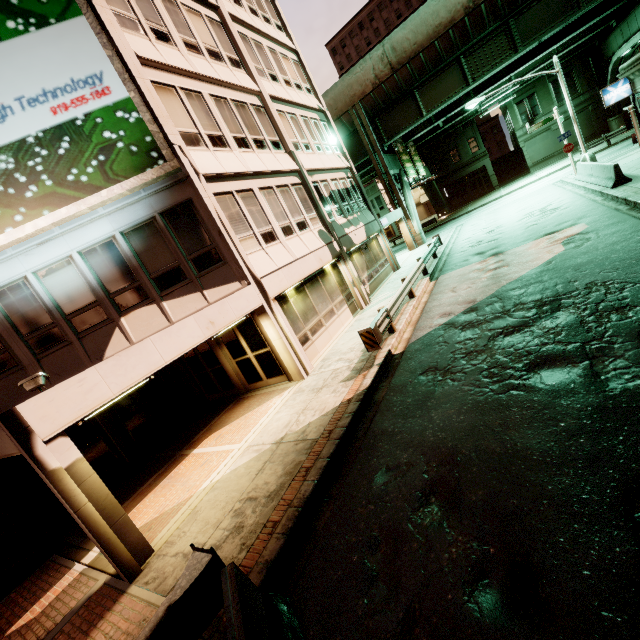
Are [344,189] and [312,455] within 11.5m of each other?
no

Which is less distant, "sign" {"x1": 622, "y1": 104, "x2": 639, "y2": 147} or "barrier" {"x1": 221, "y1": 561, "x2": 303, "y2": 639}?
"barrier" {"x1": 221, "y1": 561, "x2": 303, "y2": 639}

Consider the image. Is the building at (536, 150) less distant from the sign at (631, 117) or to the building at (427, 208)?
the building at (427, 208)

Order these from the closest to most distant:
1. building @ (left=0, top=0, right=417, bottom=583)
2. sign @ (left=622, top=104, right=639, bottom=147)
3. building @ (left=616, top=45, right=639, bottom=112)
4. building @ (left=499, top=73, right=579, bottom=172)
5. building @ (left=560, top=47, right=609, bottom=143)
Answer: building @ (left=0, top=0, right=417, bottom=583) → sign @ (left=622, top=104, right=639, bottom=147) → building @ (left=616, top=45, right=639, bottom=112) → building @ (left=560, top=47, right=609, bottom=143) → building @ (left=499, top=73, right=579, bottom=172)

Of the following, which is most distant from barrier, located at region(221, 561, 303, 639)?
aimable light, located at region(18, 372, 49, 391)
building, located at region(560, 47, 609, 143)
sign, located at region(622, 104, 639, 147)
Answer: building, located at region(560, 47, 609, 143)

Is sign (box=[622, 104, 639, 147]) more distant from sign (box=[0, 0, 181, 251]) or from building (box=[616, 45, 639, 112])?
sign (box=[0, 0, 181, 251])

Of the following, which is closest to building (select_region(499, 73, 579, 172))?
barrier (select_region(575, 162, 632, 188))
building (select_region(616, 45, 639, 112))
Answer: barrier (select_region(575, 162, 632, 188))

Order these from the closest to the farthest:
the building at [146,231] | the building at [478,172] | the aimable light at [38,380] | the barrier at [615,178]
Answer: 1. the aimable light at [38,380]
2. the building at [146,231]
3. the barrier at [615,178]
4. the building at [478,172]
